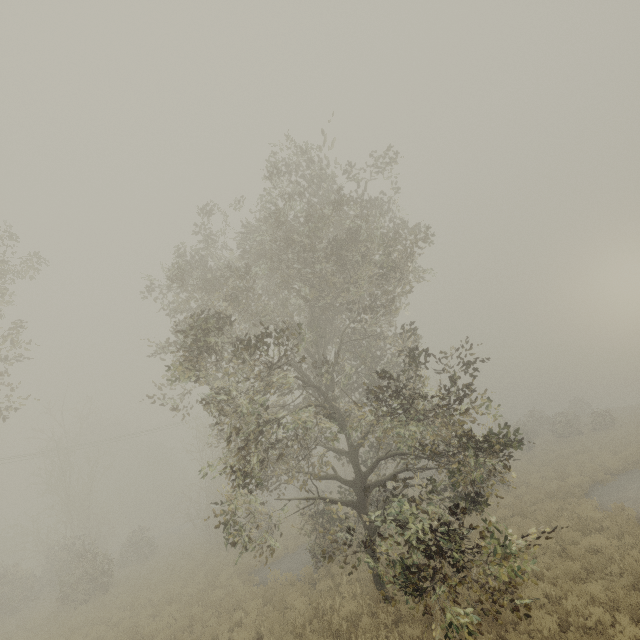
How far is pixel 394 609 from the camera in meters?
9.1
